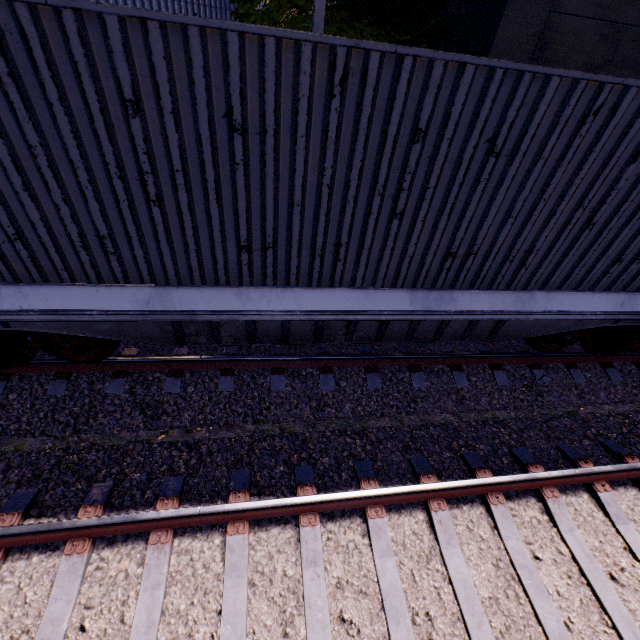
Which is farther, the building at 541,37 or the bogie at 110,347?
the building at 541,37

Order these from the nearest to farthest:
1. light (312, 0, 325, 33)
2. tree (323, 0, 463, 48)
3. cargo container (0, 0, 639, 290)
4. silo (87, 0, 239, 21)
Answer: cargo container (0, 0, 639, 290), light (312, 0, 325, 33), tree (323, 0, 463, 48), silo (87, 0, 239, 21)

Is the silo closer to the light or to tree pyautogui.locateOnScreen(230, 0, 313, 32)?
tree pyautogui.locateOnScreen(230, 0, 313, 32)

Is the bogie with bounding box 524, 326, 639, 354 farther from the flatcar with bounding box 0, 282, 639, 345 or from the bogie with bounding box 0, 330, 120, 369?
the bogie with bounding box 0, 330, 120, 369

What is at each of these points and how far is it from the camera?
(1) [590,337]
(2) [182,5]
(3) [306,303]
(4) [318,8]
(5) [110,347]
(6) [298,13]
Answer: (1) bogie, 5.6 meters
(2) silo, 7.8 meters
(3) flatcar, 4.0 meters
(4) light, 5.1 meters
(5) bogie, 4.5 meters
(6) tree, 6.5 meters

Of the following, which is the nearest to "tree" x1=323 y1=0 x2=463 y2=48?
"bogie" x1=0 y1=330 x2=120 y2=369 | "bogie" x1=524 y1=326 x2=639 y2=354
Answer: "bogie" x1=0 y1=330 x2=120 y2=369

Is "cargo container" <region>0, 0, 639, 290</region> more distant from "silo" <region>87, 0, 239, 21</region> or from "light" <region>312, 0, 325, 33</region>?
"light" <region>312, 0, 325, 33</region>

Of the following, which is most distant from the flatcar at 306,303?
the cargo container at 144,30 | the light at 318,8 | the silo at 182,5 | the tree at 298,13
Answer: the light at 318,8
